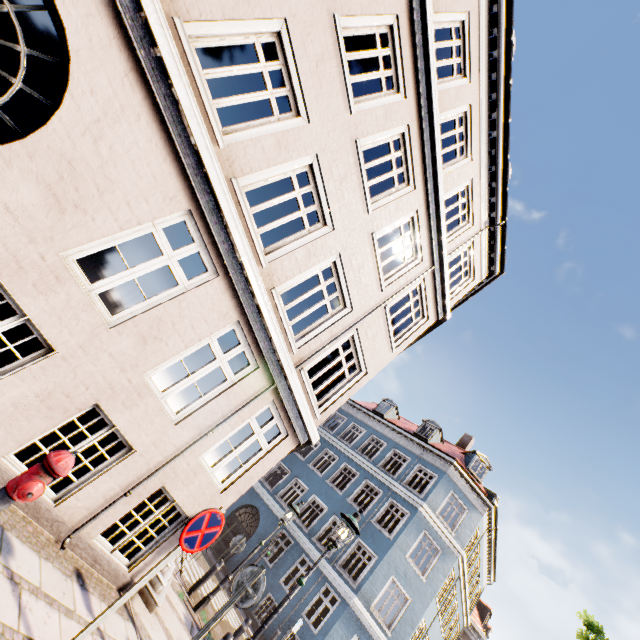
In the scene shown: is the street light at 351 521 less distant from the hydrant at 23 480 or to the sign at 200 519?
the sign at 200 519

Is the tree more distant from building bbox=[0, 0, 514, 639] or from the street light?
the street light

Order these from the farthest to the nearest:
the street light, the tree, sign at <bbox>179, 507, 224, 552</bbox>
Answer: the tree < the street light < sign at <bbox>179, 507, 224, 552</bbox>

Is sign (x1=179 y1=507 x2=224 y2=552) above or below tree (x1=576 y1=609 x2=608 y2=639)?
below

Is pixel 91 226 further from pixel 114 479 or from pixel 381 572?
pixel 381 572

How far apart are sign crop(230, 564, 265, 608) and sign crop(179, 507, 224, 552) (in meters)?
1.36

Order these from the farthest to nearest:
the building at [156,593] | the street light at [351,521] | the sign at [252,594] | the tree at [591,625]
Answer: the tree at [591,625]
the building at [156,593]
the street light at [351,521]
the sign at [252,594]

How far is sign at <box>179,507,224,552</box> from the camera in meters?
3.7 m
